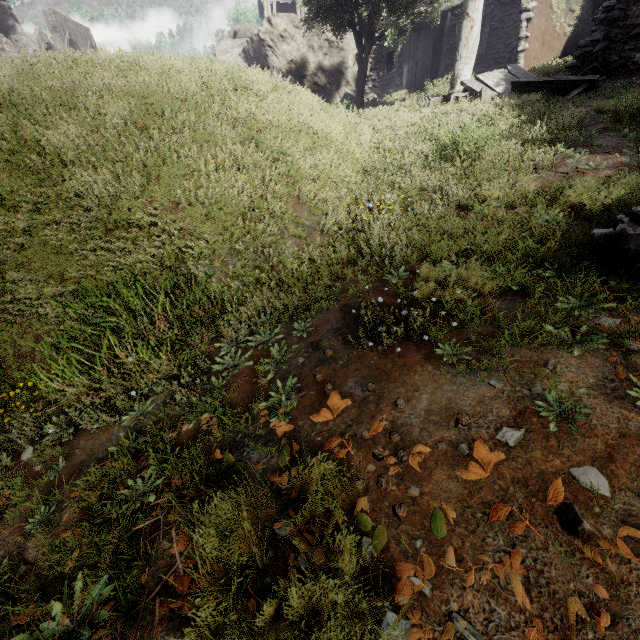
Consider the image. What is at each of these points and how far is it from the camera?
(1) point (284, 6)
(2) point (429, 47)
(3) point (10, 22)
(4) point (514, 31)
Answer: (1) building, 25.8m
(2) shelter, 15.1m
(3) building, 25.2m
(4) shelter, 11.1m

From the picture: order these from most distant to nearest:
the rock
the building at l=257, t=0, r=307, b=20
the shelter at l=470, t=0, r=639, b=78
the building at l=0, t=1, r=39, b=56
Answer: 1. the building at l=257, t=0, r=307, b=20
2. the building at l=0, t=1, r=39, b=56
3. the rock
4. the shelter at l=470, t=0, r=639, b=78

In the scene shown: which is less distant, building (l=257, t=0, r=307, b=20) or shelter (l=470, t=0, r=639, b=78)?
shelter (l=470, t=0, r=639, b=78)

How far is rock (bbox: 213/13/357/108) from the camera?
17.3 meters

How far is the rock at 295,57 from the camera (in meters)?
17.27

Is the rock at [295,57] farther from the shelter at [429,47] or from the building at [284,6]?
the building at [284,6]

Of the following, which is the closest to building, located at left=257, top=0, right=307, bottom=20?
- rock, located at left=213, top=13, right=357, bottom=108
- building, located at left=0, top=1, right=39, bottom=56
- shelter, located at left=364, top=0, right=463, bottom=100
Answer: rock, located at left=213, top=13, right=357, bottom=108
